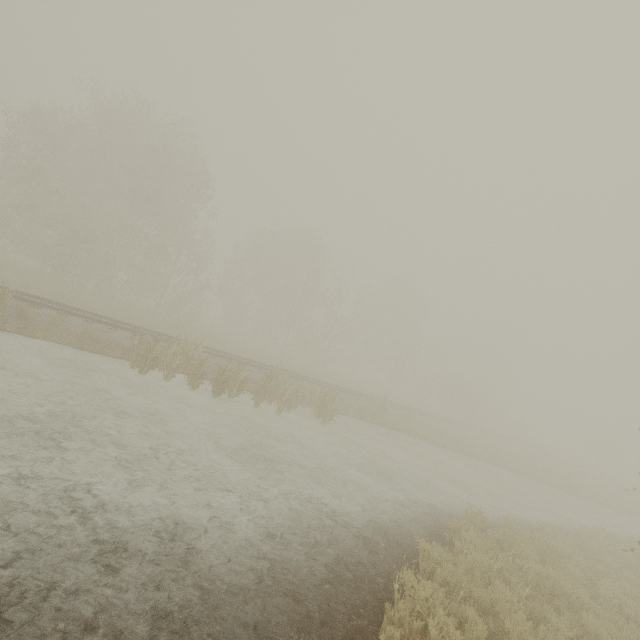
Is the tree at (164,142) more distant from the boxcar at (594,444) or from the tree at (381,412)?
the boxcar at (594,444)

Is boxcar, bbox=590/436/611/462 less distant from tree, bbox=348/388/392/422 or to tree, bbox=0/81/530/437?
tree, bbox=0/81/530/437

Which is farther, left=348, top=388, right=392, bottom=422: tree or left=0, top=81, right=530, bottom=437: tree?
left=0, top=81, right=530, bottom=437: tree

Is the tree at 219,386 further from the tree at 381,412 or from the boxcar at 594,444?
the boxcar at 594,444

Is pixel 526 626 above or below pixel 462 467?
above

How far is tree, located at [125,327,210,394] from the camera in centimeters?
1266cm

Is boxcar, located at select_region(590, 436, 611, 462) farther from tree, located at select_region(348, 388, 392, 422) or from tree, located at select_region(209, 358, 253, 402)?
tree, located at select_region(209, 358, 253, 402)

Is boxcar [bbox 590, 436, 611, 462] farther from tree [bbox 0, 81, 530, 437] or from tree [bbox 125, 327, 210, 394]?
tree [bbox 125, 327, 210, 394]
